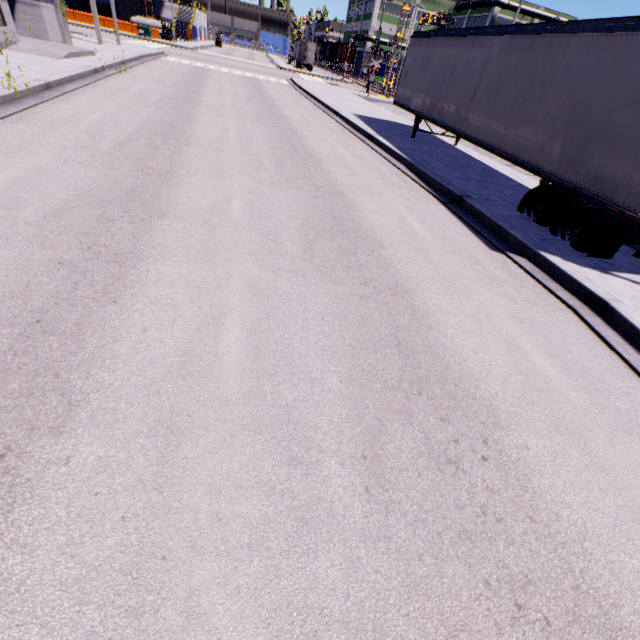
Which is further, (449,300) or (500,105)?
(500,105)

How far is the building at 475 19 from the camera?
54.0m

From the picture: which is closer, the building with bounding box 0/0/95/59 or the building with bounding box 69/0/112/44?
the building with bounding box 0/0/95/59

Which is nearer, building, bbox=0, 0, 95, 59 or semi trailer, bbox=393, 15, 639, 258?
semi trailer, bbox=393, 15, 639, 258

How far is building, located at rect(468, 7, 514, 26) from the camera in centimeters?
5403cm

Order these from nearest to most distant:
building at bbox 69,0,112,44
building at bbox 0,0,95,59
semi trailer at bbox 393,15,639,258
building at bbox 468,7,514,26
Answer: semi trailer at bbox 393,15,639,258
building at bbox 0,0,95,59
building at bbox 69,0,112,44
building at bbox 468,7,514,26

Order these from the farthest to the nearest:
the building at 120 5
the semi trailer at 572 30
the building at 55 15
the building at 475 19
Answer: the building at 475 19, the building at 120 5, the building at 55 15, the semi trailer at 572 30
